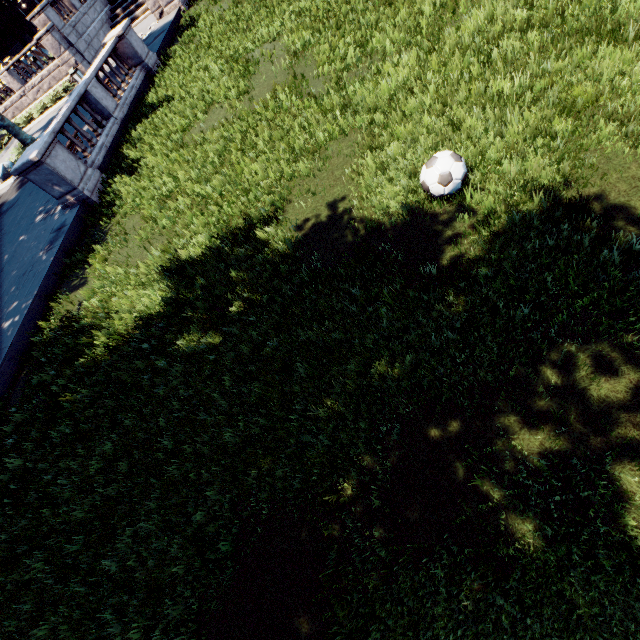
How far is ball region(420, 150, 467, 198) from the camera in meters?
4.8 m

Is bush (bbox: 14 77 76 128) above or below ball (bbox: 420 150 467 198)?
above

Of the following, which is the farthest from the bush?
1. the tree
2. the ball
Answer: the ball

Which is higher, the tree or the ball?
the tree

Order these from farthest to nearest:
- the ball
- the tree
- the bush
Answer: the bush
the tree
the ball

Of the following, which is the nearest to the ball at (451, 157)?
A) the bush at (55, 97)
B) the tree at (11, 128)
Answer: the tree at (11, 128)

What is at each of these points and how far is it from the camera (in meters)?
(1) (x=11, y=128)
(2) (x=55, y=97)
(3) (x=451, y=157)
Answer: (1) tree, 20.20
(2) bush, 24.95
(3) ball, 4.81

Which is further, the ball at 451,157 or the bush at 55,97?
the bush at 55,97
